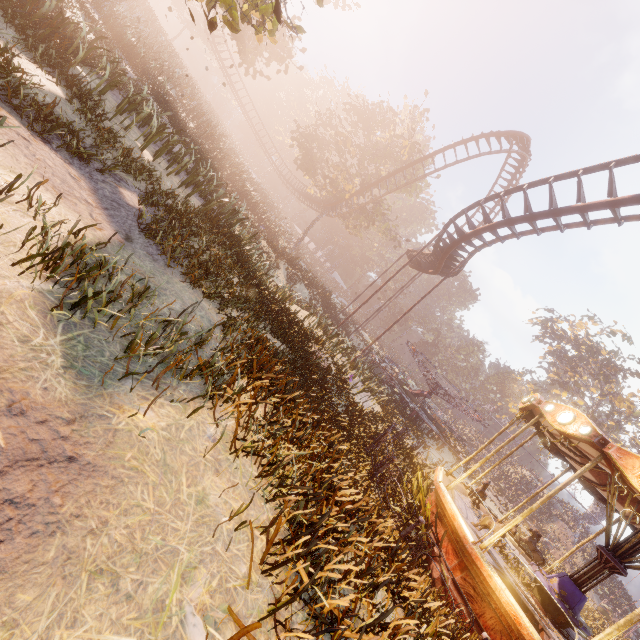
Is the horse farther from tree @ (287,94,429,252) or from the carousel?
tree @ (287,94,429,252)

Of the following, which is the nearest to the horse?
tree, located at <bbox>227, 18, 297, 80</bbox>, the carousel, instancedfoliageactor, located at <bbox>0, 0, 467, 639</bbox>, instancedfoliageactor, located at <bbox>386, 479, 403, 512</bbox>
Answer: the carousel

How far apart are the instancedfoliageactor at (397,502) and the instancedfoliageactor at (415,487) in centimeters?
98cm

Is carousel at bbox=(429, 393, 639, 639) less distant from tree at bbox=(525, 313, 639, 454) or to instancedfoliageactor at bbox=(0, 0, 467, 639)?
instancedfoliageactor at bbox=(0, 0, 467, 639)

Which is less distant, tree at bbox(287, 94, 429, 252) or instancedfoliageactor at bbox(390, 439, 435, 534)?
instancedfoliageactor at bbox(390, 439, 435, 534)

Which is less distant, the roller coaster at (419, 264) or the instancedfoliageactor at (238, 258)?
the instancedfoliageactor at (238, 258)

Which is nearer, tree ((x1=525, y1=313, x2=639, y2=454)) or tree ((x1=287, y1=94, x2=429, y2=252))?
tree ((x1=287, y1=94, x2=429, y2=252))

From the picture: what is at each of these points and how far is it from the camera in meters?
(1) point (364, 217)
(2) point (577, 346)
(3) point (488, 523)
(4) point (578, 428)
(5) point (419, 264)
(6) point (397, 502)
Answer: (1) tree, 34.8 m
(2) tree, 44.0 m
(3) horse, 8.2 m
(4) carousel, 7.2 m
(5) roller coaster, 26.1 m
(6) instancedfoliageactor, 9.6 m
